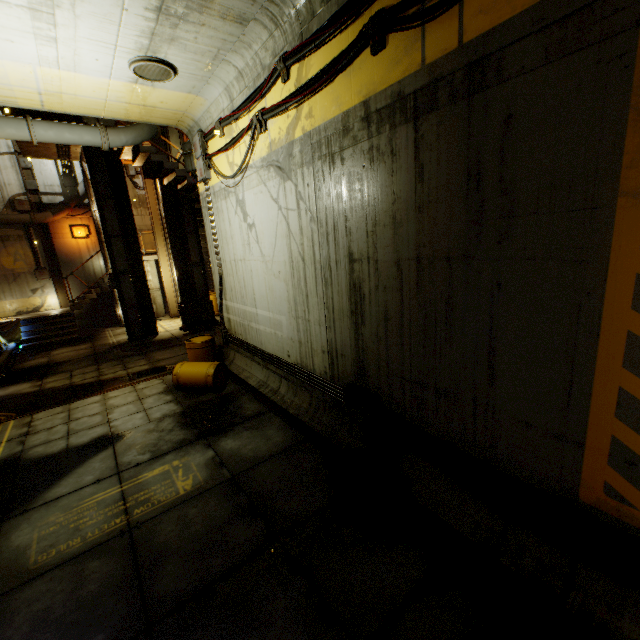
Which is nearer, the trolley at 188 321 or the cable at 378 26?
the cable at 378 26

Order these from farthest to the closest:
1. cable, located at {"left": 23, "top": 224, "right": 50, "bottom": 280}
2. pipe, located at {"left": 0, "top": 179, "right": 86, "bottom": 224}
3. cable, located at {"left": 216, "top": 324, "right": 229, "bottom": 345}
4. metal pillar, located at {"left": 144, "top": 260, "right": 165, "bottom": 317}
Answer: metal pillar, located at {"left": 144, "top": 260, "right": 165, "bottom": 317} → cable, located at {"left": 23, "top": 224, "right": 50, "bottom": 280} → pipe, located at {"left": 0, "top": 179, "right": 86, "bottom": 224} → cable, located at {"left": 216, "top": 324, "right": 229, "bottom": 345}

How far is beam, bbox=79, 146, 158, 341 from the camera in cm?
1271

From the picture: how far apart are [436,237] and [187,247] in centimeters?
1368cm

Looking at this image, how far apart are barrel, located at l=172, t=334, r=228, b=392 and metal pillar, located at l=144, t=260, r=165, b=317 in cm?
1104

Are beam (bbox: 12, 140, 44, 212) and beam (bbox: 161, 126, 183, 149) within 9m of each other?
yes

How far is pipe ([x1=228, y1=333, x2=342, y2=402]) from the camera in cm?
619

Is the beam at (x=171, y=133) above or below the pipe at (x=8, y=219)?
above
